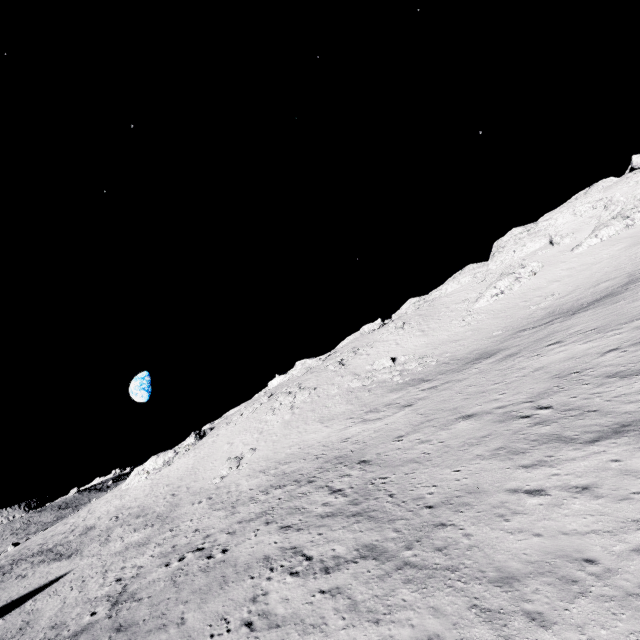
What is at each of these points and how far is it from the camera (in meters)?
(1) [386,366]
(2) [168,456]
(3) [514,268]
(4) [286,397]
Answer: (1) stone, 41.00
(2) stone, 49.03
(3) stone, 50.75
(4) stone, 44.78

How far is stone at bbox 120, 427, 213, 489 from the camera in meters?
48.2 m

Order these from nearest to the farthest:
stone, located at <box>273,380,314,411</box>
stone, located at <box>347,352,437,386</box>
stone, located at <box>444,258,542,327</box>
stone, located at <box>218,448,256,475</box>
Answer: stone, located at <box>218,448,256,475</box>, stone, located at <box>347,352,437,386</box>, stone, located at <box>273,380,314,411</box>, stone, located at <box>444,258,542,327</box>

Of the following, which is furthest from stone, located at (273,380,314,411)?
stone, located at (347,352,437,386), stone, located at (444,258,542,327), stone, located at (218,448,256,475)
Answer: stone, located at (444,258,542,327)

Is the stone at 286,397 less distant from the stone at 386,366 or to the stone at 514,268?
the stone at 386,366

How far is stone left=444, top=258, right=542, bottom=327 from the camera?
46.3m

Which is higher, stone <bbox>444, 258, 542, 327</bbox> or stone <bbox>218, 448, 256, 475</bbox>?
stone <bbox>444, 258, 542, 327</bbox>

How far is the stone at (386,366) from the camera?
37.5m
